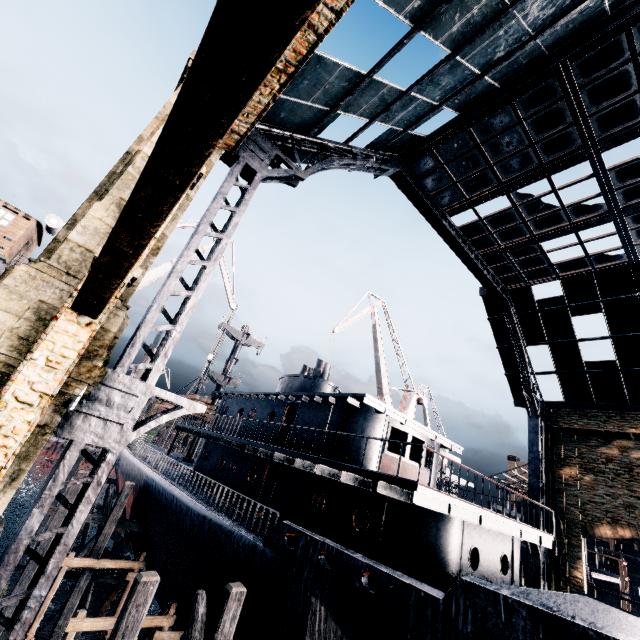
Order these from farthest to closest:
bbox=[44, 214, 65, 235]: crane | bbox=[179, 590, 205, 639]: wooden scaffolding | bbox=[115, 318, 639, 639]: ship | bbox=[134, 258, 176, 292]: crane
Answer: bbox=[134, 258, 176, 292]: crane
bbox=[44, 214, 65, 235]: crane
bbox=[179, 590, 205, 639]: wooden scaffolding
bbox=[115, 318, 639, 639]: ship

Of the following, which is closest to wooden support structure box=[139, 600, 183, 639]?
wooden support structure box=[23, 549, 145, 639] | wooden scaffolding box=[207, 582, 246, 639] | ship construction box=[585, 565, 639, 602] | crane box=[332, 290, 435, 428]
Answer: wooden support structure box=[23, 549, 145, 639]

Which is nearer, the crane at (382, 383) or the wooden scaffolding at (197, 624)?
the wooden scaffolding at (197, 624)

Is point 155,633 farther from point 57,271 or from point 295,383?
point 57,271

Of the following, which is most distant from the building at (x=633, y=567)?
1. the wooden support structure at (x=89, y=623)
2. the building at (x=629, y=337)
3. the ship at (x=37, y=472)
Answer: the building at (x=629, y=337)

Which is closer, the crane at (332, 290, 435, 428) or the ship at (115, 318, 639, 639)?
the ship at (115, 318, 639, 639)

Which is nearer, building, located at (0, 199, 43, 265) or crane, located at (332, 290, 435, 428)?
building, located at (0, 199, 43, 265)

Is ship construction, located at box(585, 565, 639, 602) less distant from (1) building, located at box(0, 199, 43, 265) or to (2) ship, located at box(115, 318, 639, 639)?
(2) ship, located at box(115, 318, 639, 639)
